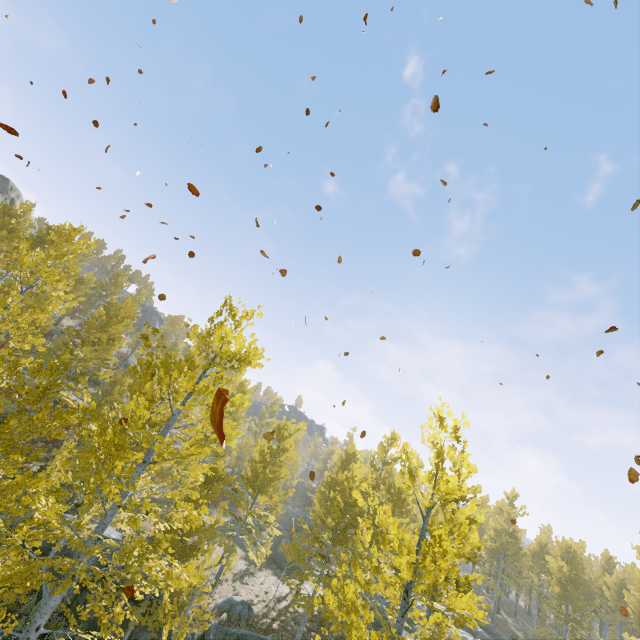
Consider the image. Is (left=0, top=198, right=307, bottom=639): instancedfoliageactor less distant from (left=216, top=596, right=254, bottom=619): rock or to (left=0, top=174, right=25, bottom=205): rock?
(left=216, top=596, right=254, bottom=619): rock

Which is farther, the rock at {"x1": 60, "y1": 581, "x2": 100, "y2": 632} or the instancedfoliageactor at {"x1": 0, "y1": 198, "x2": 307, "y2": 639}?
the rock at {"x1": 60, "y1": 581, "x2": 100, "y2": 632}

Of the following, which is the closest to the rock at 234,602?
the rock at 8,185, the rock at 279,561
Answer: the rock at 279,561

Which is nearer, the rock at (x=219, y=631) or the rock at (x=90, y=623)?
the rock at (x=219, y=631)

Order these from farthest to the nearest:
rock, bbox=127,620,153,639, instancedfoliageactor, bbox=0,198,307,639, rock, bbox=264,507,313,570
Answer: rock, bbox=264,507,313,570 < rock, bbox=127,620,153,639 < instancedfoliageactor, bbox=0,198,307,639

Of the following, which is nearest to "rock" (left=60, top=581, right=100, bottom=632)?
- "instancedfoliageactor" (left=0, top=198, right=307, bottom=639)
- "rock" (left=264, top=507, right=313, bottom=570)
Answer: "instancedfoliageactor" (left=0, top=198, right=307, bottom=639)

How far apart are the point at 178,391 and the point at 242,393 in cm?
1445

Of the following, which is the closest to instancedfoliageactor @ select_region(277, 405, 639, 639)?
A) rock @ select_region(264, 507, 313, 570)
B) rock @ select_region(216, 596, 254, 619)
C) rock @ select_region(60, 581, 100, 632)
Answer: rock @ select_region(60, 581, 100, 632)
